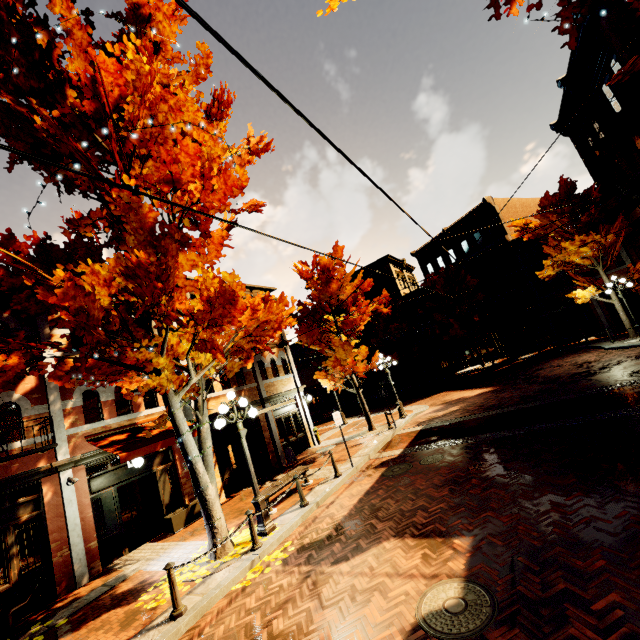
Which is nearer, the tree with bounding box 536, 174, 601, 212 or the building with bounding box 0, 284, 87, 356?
the building with bounding box 0, 284, 87, 356

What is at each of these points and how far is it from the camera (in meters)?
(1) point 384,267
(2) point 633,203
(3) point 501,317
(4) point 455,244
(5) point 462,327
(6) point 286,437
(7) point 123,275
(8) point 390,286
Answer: (1) building, 38.34
(2) building, 18.84
(3) awning, 27.00
(4) building, 33.38
(5) tree, 30.09
(6) building, 16.92
(7) tree, 6.31
(8) building, 38.22

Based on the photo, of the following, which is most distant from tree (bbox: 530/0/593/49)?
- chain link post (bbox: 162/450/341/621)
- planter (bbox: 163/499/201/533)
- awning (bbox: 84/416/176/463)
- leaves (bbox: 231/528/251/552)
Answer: planter (bbox: 163/499/201/533)

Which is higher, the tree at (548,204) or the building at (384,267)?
the building at (384,267)

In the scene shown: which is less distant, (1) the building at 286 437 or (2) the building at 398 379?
(1) the building at 286 437

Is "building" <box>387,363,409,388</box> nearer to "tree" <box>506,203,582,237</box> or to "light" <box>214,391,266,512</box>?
"tree" <box>506,203,582,237</box>

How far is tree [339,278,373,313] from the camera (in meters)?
16.66

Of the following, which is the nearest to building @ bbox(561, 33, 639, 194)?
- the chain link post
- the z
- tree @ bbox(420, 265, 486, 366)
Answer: tree @ bbox(420, 265, 486, 366)
